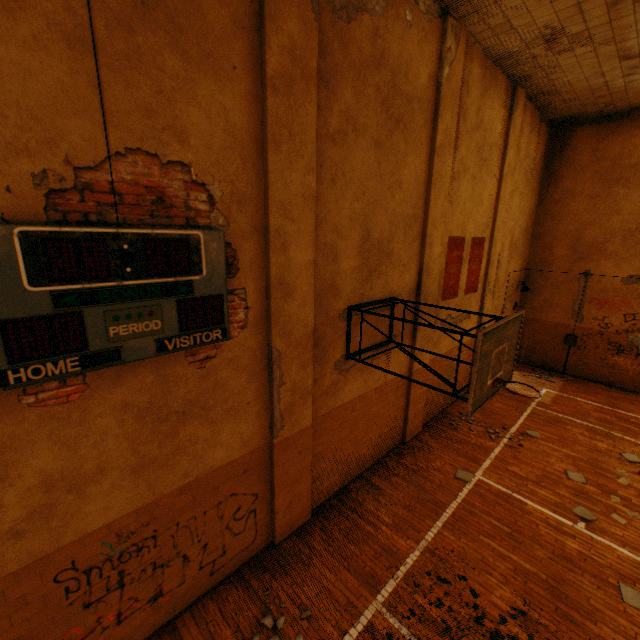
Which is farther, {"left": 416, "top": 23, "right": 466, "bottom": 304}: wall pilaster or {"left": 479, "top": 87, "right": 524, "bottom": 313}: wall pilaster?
{"left": 479, "top": 87, "right": 524, "bottom": 313}: wall pilaster

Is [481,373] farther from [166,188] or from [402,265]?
[166,188]

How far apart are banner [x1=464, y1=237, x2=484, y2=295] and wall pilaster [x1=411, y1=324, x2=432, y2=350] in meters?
1.7

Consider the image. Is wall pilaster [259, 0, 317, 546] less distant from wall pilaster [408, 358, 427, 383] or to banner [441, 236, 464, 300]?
wall pilaster [408, 358, 427, 383]

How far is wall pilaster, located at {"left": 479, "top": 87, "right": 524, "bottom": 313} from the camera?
8.8m

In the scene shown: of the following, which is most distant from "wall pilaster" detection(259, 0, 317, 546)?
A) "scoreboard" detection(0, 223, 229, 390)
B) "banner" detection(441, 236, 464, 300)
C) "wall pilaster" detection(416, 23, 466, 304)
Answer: "banner" detection(441, 236, 464, 300)

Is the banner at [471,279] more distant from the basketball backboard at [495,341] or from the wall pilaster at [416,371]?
the basketball backboard at [495,341]

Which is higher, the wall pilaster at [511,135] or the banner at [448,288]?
the wall pilaster at [511,135]
